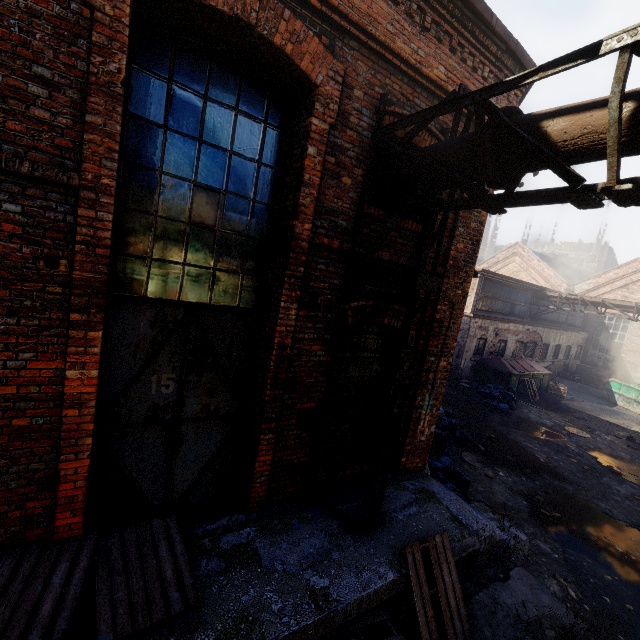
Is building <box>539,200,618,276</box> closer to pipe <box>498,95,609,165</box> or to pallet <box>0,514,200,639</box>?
pipe <box>498,95,609,165</box>

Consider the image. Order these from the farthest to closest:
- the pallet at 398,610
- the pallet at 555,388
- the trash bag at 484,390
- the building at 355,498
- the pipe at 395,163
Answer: the pallet at 555,388 < the trash bag at 484,390 < the building at 355,498 < the pipe at 395,163 < the pallet at 398,610

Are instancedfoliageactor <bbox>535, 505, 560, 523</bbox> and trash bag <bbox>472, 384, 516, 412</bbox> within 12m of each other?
yes

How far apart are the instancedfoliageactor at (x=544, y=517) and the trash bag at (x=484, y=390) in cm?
743

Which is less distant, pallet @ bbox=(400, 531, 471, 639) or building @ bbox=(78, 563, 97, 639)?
building @ bbox=(78, 563, 97, 639)

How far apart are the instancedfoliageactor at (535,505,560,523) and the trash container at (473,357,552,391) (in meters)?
10.24

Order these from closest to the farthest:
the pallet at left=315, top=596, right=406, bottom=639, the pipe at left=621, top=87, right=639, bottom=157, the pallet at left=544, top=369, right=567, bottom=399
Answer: the pipe at left=621, top=87, right=639, bottom=157, the pallet at left=315, top=596, right=406, bottom=639, the pallet at left=544, top=369, right=567, bottom=399

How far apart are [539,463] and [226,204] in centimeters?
1147cm
